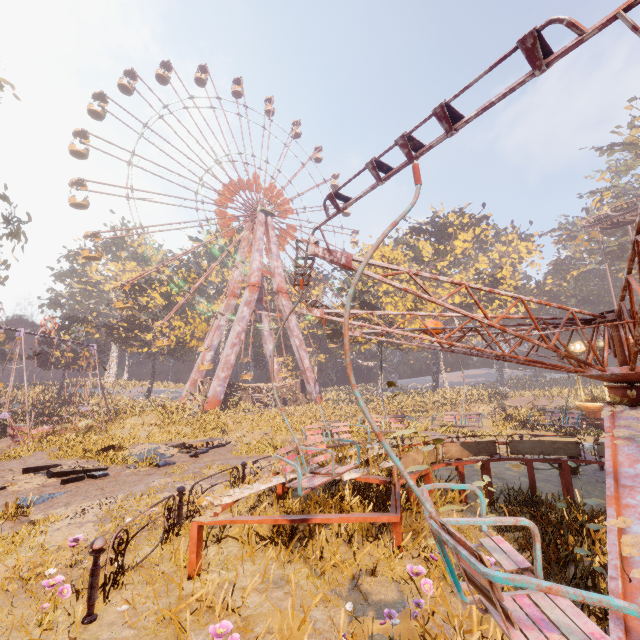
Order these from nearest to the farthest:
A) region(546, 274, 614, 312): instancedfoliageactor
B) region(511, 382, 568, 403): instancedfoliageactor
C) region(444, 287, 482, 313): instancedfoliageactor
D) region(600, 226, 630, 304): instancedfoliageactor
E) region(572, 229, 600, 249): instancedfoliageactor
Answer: region(511, 382, 568, 403): instancedfoliageactor < region(600, 226, 630, 304): instancedfoliageactor < region(444, 287, 482, 313): instancedfoliageactor < region(572, 229, 600, 249): instancedfoliageactor < region(546, 274, 614, 312): instancedfoliageactor

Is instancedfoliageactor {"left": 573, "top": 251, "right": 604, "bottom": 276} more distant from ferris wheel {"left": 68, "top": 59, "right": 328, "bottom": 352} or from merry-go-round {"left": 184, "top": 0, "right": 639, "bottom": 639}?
merry-go-round {"left": 184, "top": 0, "right": 639, "bottom": 639}

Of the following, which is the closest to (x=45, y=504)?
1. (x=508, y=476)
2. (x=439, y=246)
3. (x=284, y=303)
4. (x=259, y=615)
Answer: (x=259, y=615)

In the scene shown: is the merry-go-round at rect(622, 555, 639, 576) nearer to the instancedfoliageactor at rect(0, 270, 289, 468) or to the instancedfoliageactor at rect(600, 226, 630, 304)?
the instancedfoliageactor at rect(600, 226, 630, 304)

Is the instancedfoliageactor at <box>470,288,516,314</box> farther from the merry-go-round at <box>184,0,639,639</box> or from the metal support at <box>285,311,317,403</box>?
the metal support at <box>285,311,317,403</box>

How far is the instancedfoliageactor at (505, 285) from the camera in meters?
44.0

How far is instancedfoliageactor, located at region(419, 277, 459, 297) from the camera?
44.15m

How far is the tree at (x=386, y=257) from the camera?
36.0m
